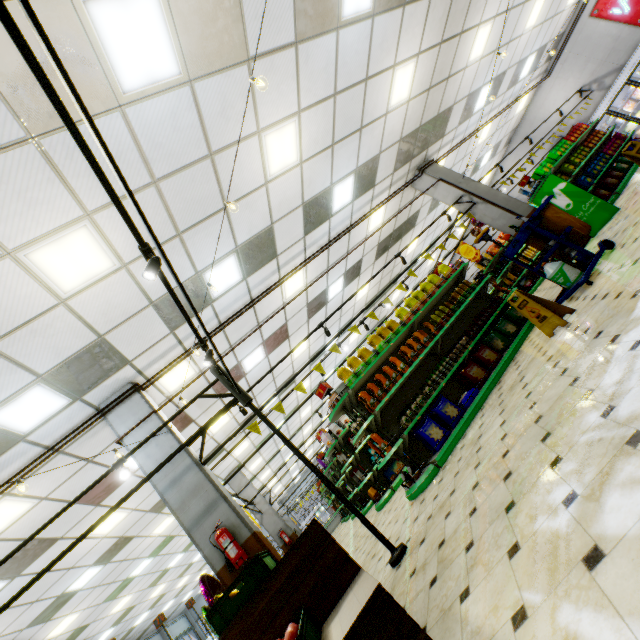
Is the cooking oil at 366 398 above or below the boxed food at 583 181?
above

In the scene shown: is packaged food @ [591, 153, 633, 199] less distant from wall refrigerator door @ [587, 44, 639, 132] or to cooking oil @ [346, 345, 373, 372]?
wall refrigerator door @ [587, 44, 639, 132]

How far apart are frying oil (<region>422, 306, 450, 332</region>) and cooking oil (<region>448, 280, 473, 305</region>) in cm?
38

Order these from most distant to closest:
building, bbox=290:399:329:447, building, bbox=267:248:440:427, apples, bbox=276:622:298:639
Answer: building, bbox=290:399:329:447, building, bbox=267:248:440:427, apples, bbox=276:622:298:639

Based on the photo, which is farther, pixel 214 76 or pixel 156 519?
pixel 156 519

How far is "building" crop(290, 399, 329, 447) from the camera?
19.1m

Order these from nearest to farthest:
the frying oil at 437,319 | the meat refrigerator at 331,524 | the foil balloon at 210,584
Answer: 1. the foil balloon at 210,584
2. the frying oil at 437,319
3. the meat refrigerator at 331,524

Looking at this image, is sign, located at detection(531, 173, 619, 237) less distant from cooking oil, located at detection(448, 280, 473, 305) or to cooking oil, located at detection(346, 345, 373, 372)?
cooking oil, located at detection(448, 280, 473, 305)
